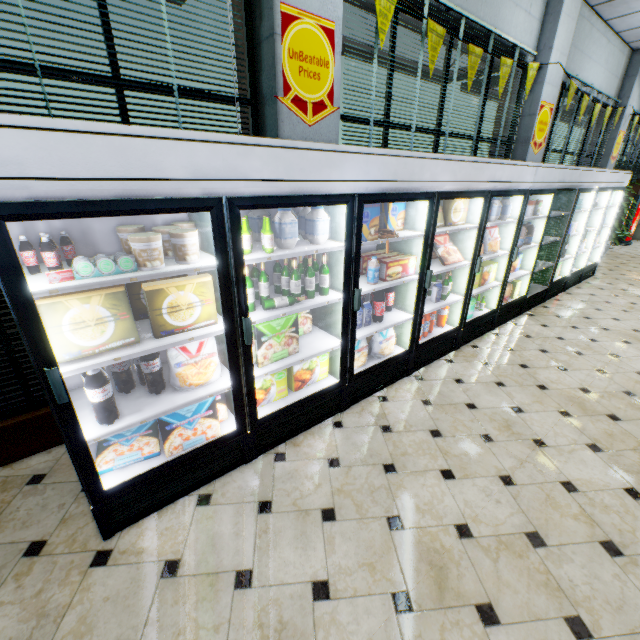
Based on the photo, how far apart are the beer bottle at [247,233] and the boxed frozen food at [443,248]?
2.36m

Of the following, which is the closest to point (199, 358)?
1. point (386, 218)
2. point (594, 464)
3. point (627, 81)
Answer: point (386, 218)

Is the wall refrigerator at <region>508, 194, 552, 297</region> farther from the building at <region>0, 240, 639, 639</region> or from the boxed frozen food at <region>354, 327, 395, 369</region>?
the boxed frozen food at <region>354, 327, 395, 369</region>

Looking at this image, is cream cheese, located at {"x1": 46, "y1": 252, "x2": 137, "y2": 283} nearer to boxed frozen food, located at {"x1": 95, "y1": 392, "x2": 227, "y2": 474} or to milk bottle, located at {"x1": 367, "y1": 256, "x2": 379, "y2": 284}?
boxed frozen food, located at {"x1": 95, "y1": 392, "x2": 227, "y2": 474}

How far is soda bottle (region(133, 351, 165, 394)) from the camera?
2.06m

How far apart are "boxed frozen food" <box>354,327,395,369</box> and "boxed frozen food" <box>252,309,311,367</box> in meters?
1.1 m

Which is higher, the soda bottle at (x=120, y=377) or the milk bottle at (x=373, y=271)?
the milk bottle at (x=373, y=271)

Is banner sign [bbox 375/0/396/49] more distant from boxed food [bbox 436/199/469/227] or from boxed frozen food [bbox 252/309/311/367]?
boxed frozen food [bbox 252/309/311/367]
